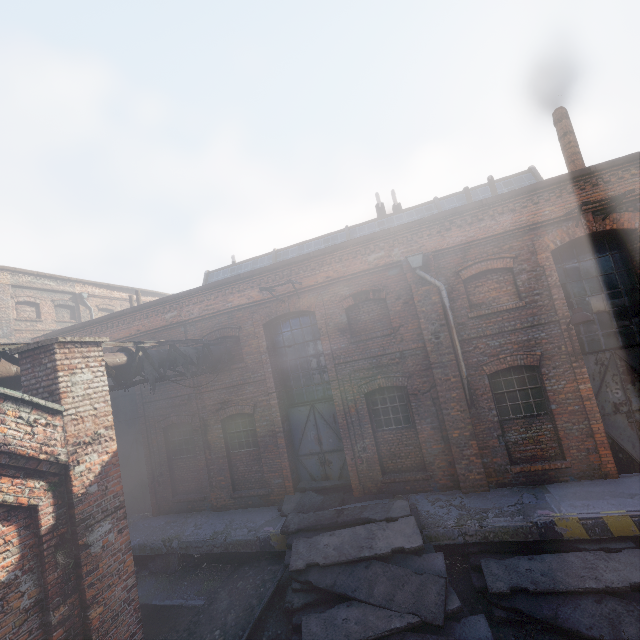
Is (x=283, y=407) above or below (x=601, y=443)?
above

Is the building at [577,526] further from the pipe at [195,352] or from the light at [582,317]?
the pipe at [195,352]

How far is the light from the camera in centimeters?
724cm

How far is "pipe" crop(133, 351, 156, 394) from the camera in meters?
7.3 m

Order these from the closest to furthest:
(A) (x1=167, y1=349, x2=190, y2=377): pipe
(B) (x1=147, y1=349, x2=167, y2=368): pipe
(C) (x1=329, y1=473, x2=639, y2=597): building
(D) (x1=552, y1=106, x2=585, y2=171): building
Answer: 1. (C) (x1=329, y1=473, x2=639, y2=597): building
2. (B) (x1=147, y1=349, x2=167, y2=368): pipe
3. (A) (x1=167, y1=349, x2=190, y2=377): pipe
4. (D) (x1=552, y1=106, x2=585, y2=171): building

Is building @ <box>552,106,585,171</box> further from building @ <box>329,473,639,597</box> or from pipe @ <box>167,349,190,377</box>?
pipe @ <box>167,349,190,377</box>

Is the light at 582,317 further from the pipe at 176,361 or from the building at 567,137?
the pipe at 176,361

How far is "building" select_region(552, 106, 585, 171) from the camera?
10.8m
